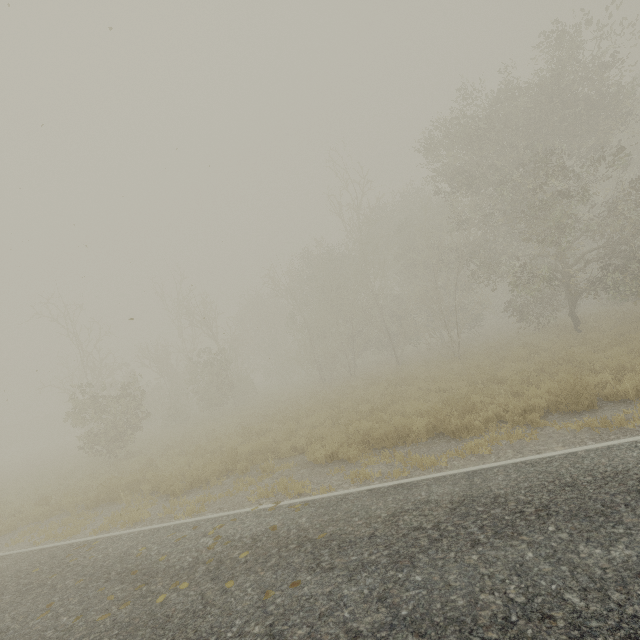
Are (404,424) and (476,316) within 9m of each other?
no
